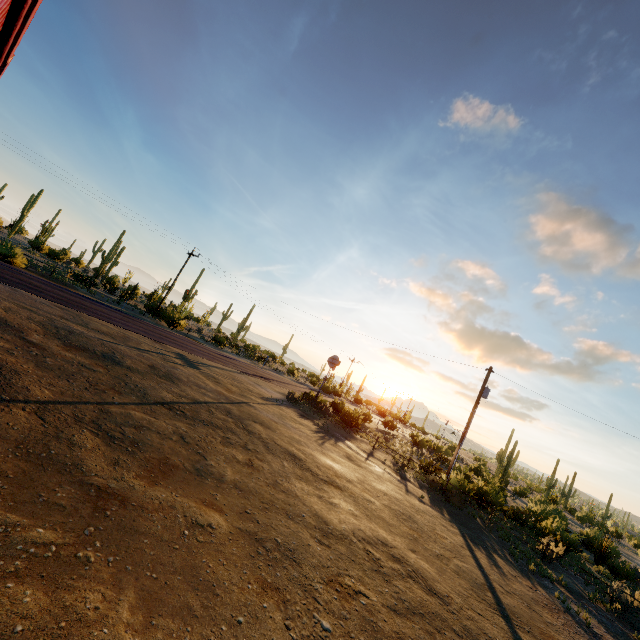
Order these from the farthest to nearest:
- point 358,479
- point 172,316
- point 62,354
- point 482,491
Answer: point 172,316 → point 482,491 → point 358,479 → point 62,354
